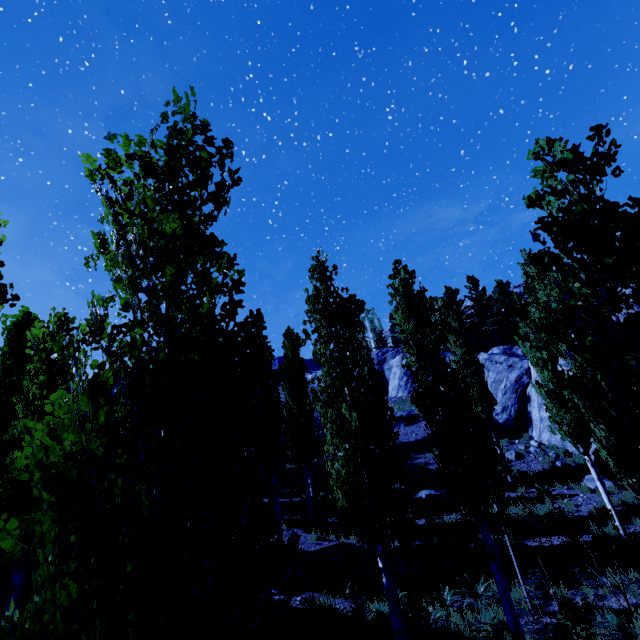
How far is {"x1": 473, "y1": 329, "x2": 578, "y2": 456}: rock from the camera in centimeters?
2075cm

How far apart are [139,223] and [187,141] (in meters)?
2.30

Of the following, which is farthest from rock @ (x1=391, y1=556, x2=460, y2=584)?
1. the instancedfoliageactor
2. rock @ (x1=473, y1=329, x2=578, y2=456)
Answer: rock @ (x1=473, y1=329, x2=578, y2=456)

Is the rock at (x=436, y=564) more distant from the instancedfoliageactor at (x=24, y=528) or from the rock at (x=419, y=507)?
the rock at (x=419, y=507)

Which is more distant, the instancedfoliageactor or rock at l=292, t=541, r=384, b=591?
rock at l=292, t=541, r=384, b=591

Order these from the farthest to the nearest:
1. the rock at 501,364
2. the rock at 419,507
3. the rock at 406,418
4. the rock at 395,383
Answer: the rock at 395,383, the rock at 406,418, the rock at 501,364, the rock at 419,507

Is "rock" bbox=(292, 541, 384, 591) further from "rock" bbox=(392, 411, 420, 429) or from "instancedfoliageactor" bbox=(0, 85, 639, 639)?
"rock" bbox=(392, 411, 420, 429)

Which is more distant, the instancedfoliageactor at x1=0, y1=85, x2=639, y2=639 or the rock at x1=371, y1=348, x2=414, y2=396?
the rock at x1=371, y1=348, x2=414, y2=396
